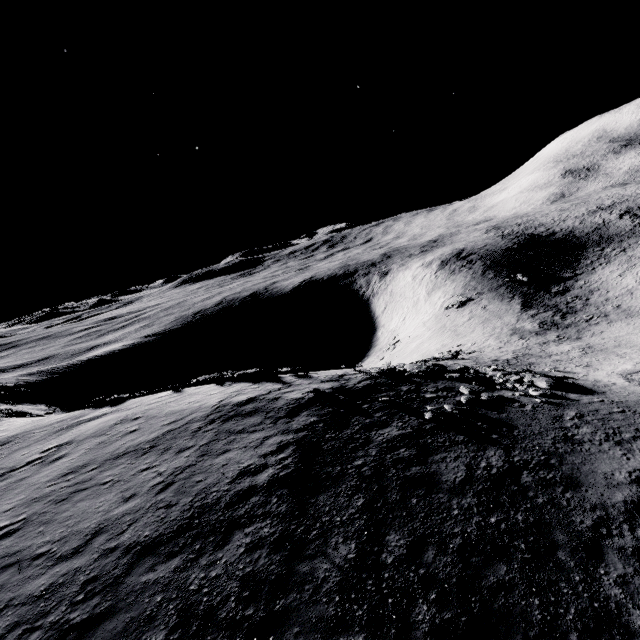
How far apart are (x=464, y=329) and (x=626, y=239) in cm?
3866
